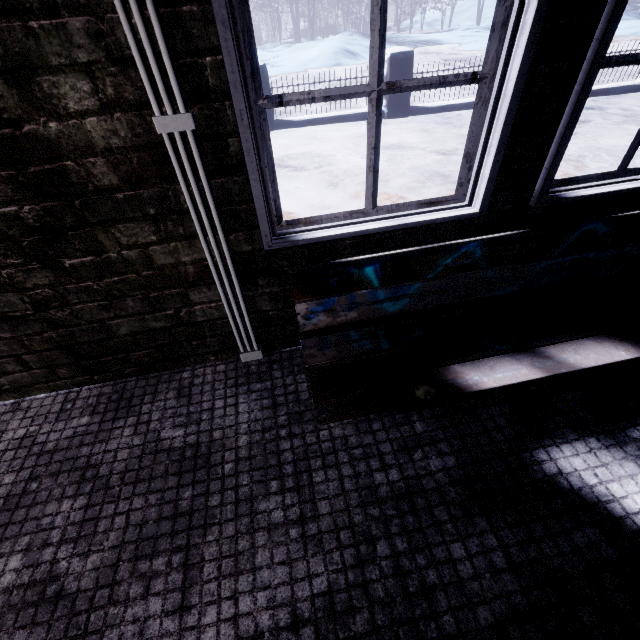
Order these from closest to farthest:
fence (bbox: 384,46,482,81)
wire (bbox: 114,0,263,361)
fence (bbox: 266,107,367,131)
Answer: wire (bbox: 114,0,263,361)
fence (bbox: 384,46,482,81)
fence (bbox: 266,107,367,131)

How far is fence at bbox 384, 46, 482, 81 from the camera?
5.1 meters

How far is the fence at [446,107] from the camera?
5.5m

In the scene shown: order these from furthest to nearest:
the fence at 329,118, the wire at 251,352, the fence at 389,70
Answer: the fence at 329,118 < the fence at 389,70 < the wire at 251,352

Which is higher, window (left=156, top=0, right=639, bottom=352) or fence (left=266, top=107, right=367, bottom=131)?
window (left=156, top=0, right=639, bottom=352)

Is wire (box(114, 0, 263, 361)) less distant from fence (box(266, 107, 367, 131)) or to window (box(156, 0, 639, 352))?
window (box(156, 0, 639, 352))

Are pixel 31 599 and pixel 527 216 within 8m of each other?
yes
